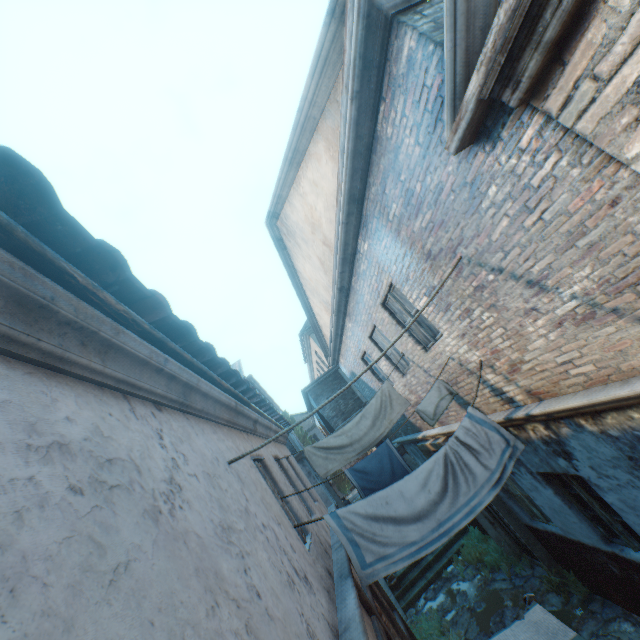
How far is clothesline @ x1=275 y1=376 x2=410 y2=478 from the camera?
6.4m

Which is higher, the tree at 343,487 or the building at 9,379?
the building at 9,379

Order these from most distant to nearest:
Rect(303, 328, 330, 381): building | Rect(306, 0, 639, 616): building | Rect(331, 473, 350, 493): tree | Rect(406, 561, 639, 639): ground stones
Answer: Rect(331, 473, 350, 493): tree, Rect(303, 328, 330, 381): building, Rect(406, 561, 639, 639): ground stones, Rect(306, 0, 639, 616): building

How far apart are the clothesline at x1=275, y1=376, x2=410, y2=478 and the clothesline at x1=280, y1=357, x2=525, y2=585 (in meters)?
2.26

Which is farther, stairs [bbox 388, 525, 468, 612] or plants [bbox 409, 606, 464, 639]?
stairs [bbox 388, 525, 468, 612]

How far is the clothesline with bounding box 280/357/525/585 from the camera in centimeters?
394cm

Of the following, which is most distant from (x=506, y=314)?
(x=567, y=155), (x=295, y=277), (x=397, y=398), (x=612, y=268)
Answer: (x=295, y=277)

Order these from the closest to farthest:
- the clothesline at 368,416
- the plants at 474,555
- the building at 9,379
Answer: the building at 9,379
the clothesline at 368,416
the plants at 474,555
